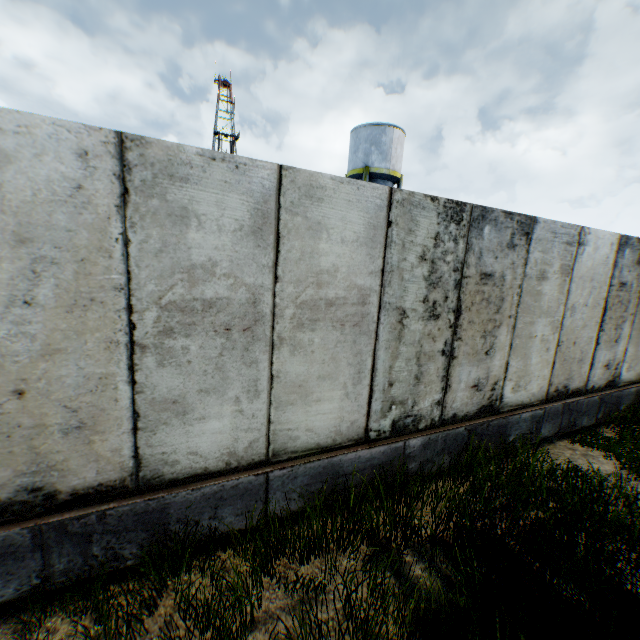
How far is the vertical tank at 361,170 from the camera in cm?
2256

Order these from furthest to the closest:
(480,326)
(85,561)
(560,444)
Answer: (560,444), (480,326), (85,561)

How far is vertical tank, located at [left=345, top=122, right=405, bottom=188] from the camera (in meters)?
22.56
